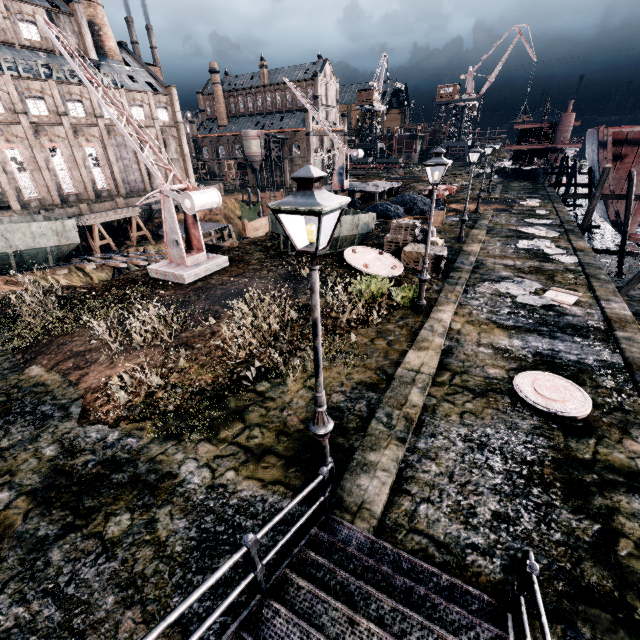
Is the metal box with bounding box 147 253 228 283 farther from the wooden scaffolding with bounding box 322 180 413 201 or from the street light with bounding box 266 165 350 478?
the wooden scaffolding with bounding box 322 180 413 201

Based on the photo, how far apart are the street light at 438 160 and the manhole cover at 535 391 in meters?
4.3

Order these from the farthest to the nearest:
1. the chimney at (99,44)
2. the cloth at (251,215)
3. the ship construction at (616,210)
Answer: the cloth at (251,215), the chimney at (99,44), the ship construction at (616,210)

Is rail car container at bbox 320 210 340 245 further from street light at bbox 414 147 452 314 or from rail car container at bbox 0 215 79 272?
rail car container at bbox 0 215 79 272

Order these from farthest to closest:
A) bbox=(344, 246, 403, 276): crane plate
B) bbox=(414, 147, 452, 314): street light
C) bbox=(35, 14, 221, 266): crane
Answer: bbox=(344, 246, 403, 276): crane plate → bbox=(35, 14, 221, 266): crane → bbox=(414, 147, 452, 314): street light

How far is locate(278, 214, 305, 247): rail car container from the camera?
17.20m

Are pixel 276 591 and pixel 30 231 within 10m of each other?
no

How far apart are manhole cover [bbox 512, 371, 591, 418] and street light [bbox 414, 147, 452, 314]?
4.3 meters
